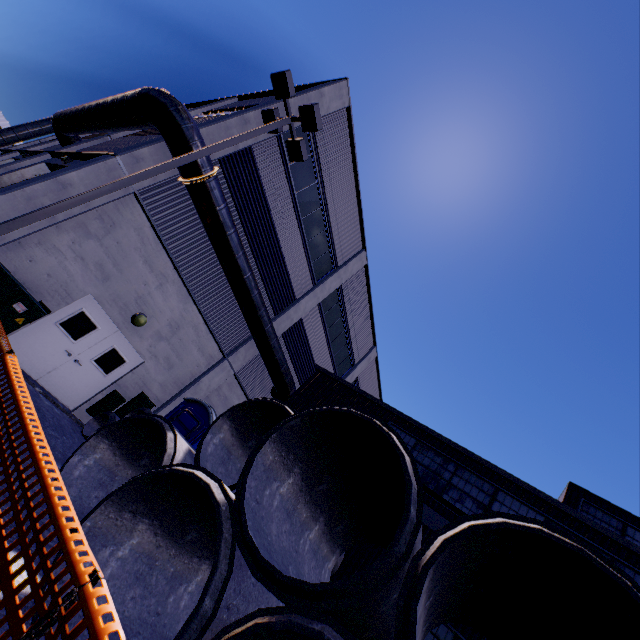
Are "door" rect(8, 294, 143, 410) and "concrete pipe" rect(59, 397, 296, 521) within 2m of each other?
no

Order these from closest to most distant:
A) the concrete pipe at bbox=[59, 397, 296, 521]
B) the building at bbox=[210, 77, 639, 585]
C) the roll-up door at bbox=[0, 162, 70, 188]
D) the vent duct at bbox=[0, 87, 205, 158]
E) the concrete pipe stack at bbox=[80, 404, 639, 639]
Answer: the concrete pipe stack at bbox=[80, 404, 639, 639] → the concrete pipe at bbox=[59, 397, 296, 521] → the vent duct at bbox=[0, 87, 205, 158] → the building at bbox=[210, 77, 639, 585] → the roll-up door at bbox=[0, 162, 70, 188]

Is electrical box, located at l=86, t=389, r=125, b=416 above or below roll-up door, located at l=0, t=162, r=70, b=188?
below

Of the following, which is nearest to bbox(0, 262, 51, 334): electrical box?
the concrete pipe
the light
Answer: the light

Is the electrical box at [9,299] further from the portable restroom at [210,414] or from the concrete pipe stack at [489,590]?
the concrete pipe stack at [489,590]

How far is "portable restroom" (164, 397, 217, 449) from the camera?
8.39m

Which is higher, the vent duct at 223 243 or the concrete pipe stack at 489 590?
the vent duct at 223 243

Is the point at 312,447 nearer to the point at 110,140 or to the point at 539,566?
the point at 539,566
